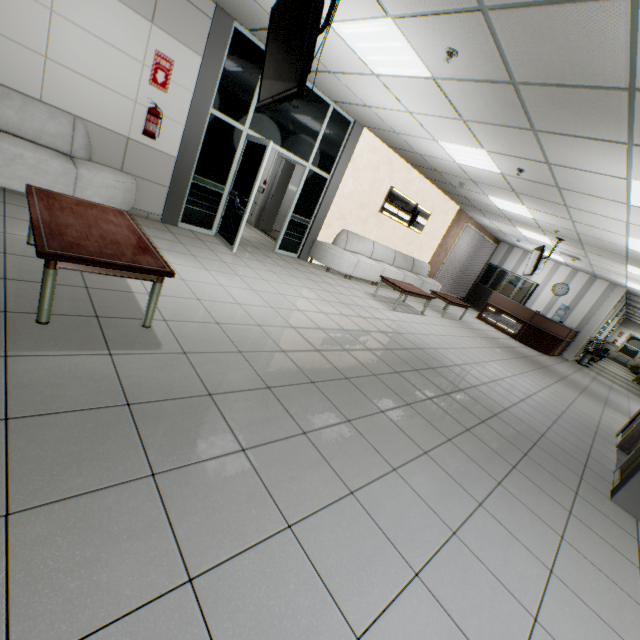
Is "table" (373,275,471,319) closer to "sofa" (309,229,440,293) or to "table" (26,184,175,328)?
"sofa" (309,229,440,293)

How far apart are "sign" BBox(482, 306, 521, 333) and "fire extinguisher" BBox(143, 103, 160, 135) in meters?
11.7 m

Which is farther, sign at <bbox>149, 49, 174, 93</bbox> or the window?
the window

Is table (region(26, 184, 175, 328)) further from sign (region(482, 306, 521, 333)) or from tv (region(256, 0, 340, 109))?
sign (region(482, 306, 521, 333))

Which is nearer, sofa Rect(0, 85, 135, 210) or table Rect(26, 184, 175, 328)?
table Rect(26, 184, 175, 328)

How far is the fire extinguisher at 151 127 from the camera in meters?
4.7

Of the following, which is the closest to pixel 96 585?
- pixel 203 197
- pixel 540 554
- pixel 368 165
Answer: pixel 540 554

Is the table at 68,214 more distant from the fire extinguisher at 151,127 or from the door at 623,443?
the door at 623,443
